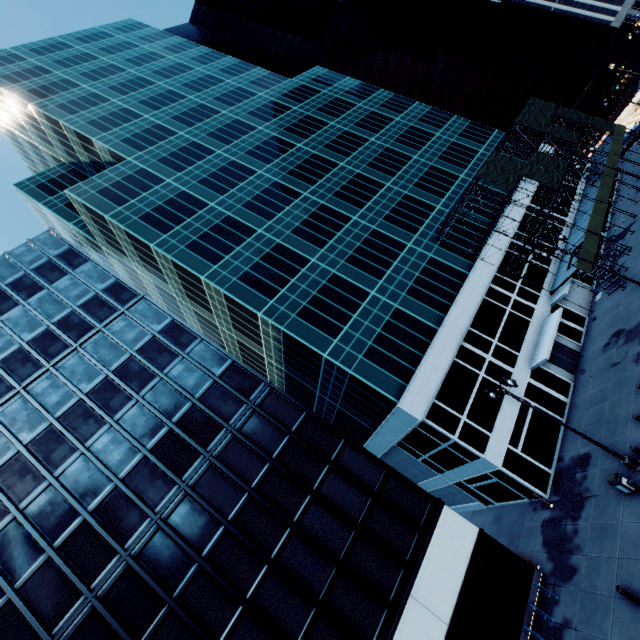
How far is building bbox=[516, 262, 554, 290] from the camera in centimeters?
3166cm

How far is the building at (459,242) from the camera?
33.69m

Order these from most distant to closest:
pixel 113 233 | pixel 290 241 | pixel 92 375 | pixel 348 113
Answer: pixel 348 113 < pixel 113 233 < pixel 290 241 < pixel 92 375

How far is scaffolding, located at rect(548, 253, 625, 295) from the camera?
27.4 meters

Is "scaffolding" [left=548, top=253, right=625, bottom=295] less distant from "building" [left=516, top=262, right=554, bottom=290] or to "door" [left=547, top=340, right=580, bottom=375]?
"building" [left=516, top=262, right=554, bottom=290]

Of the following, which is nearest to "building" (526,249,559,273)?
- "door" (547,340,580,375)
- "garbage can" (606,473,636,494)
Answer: "door" (547,340,580,375)

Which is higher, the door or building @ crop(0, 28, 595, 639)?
building @ crop(0, 28, 595, 639)

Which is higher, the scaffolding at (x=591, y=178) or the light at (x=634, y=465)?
the scaffolding at (x=591, y=178)
